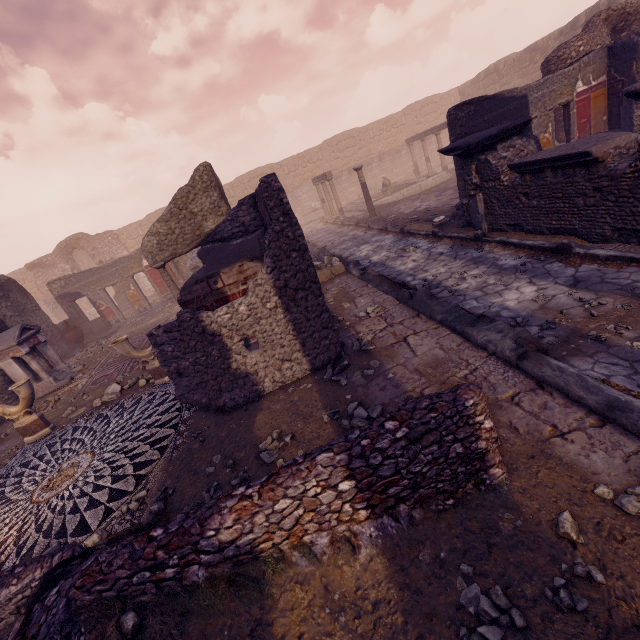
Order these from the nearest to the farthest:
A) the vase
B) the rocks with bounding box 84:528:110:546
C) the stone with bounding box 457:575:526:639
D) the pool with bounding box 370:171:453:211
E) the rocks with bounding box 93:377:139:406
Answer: the stone with bounding box 457:575:526:639 → the rocks with bounding box 84:528:110:546 → the rocks with bounding box 93:377:139:406 → the vase → the pool with bounding box 370:171:453:211

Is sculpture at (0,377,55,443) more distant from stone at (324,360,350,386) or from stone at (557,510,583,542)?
stone at (557,510,583,542)

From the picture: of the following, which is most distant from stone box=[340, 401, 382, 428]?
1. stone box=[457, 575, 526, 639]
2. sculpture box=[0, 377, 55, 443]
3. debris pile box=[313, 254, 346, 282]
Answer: sculpture box=[0, 377, 55, 443]

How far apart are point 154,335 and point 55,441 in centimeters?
Result: 422cm

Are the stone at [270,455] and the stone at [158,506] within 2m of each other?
yes

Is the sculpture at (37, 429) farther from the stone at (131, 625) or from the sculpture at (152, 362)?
the stone at (131, 625)

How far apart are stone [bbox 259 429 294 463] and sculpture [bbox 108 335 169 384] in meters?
4.0

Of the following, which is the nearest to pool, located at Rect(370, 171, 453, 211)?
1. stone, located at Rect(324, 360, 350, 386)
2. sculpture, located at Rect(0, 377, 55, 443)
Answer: stone, located at Rect(324, 360, 350, 386)
